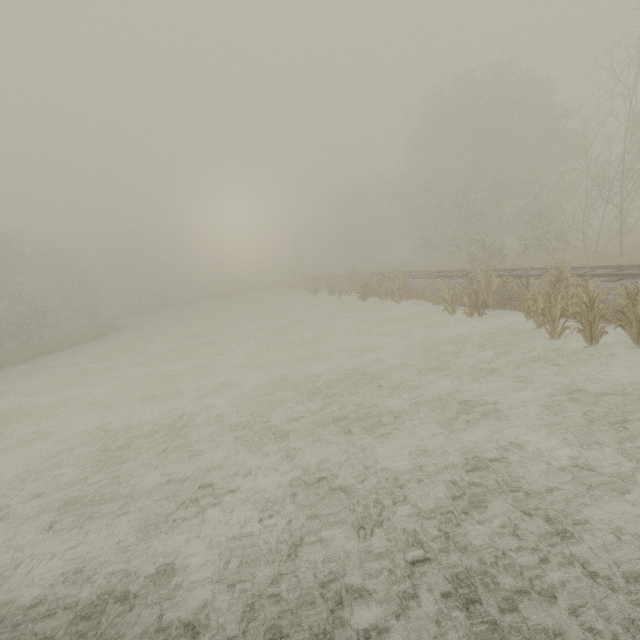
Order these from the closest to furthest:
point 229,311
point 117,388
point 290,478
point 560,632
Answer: point 560,632
point 290,478
point 117,388
point 229,311
